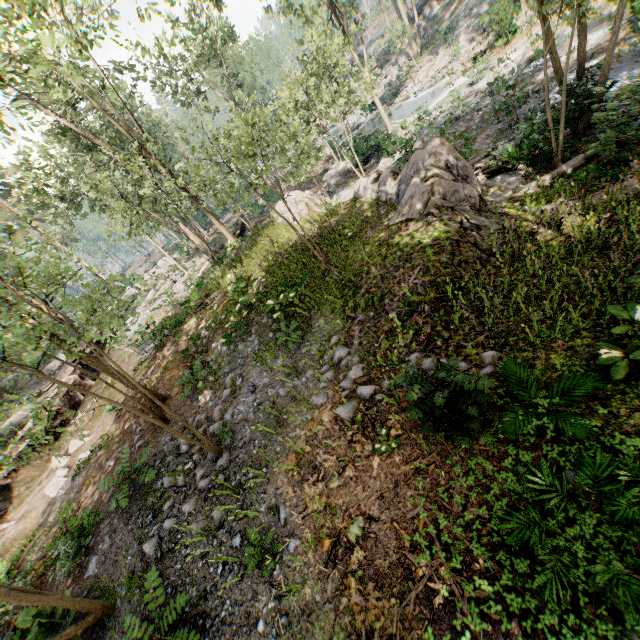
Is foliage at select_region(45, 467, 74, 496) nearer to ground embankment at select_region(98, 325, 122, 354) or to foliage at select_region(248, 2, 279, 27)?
ground embankment at select_region(98, 325, 122, 354)

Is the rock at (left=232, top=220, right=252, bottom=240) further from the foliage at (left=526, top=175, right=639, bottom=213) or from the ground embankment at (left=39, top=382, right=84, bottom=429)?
the ground embankment at (left=39, top=382, right=84, bottom=429)

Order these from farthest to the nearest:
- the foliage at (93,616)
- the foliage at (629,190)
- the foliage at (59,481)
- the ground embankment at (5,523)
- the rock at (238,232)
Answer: the rock at (238,232), the ground embankment at (5,523), the foliage at (59,481), the foliage at (629,190), the foliage at (93,616)

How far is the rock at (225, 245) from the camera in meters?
22.0 m

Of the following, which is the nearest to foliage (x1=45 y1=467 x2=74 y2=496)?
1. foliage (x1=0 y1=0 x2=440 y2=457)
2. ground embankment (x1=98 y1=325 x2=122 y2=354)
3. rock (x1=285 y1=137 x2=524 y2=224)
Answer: ground embankment (x1=98 y1=325 x2=122 y2=354)

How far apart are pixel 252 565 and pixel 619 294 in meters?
8.0

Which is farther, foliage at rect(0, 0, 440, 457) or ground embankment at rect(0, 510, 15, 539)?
ground embankment at rect(0, 510, 15, 539)
